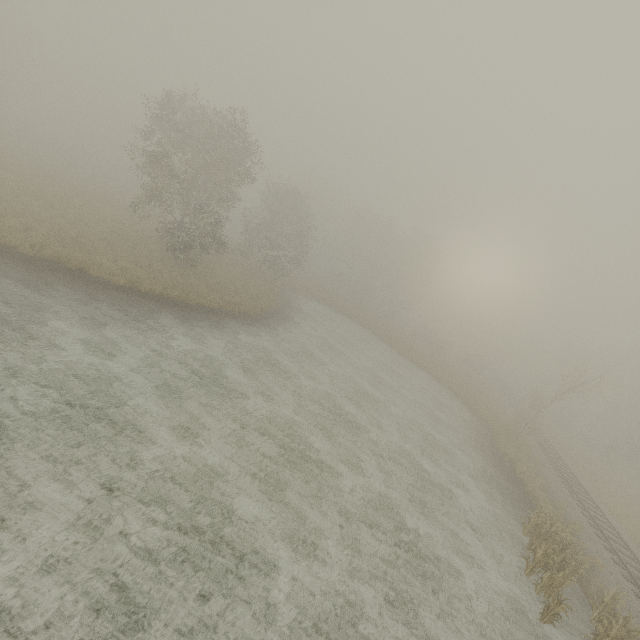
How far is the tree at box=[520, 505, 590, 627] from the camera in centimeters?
1078cm

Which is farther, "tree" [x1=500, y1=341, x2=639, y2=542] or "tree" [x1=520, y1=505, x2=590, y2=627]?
"tree" [x1=500, y1=341, x2=639, y2=542]

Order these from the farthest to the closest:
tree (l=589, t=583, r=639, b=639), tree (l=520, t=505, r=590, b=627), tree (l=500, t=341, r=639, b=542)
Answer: tree (l=500, t=341, r=639, b=542), tree (l=520, t=505, r=590, b=627), tree (l=589, t=583, r=639, b=639)

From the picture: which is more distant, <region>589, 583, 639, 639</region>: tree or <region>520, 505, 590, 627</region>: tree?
<region>520, 505, 590, 627</region>: tree

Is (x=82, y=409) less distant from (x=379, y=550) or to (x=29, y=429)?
(x=29, y=429)

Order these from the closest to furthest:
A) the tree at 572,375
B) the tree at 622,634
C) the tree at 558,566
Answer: the tree at 622,634 < the tree at 558,566 < the tree at 572,375

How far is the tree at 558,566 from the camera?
10.8 meters
